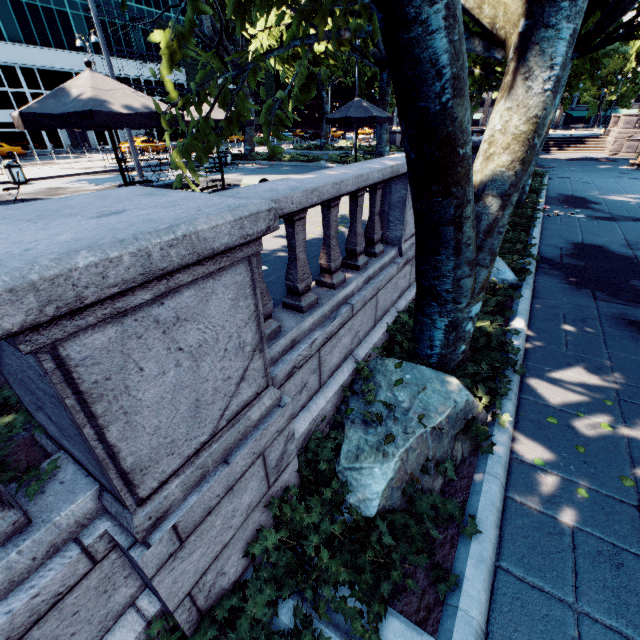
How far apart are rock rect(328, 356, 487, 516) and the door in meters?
58.4

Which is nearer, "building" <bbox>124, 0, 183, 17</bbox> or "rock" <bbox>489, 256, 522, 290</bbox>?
"rock" <bbox>489, 256, 522, 290</bbox>

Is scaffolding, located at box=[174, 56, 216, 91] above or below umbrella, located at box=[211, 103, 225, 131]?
above

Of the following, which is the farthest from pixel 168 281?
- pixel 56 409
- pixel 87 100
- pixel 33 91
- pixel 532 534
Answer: pixel 33 91

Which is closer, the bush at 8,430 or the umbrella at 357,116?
the bush at 8,430

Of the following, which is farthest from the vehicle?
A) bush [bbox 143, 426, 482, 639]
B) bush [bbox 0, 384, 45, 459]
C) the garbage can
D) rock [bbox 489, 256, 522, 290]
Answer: bush [bbox 143, 426, 482, 639]

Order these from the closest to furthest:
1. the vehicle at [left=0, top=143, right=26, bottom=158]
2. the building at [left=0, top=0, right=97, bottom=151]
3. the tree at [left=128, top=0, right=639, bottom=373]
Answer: the tree at [left=128, top=0, right=639, bottom=373]
the vehicle at [left=0, top=143, right=26, bottom=158]
the building at [left=0, top=0, right=97, bottom=151]

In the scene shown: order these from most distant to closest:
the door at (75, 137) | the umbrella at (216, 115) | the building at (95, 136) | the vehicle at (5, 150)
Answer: the building at (95, 136)
the door at (75, 137)
the vehicle at (5, 150)
the umbrella at (216, 115)
